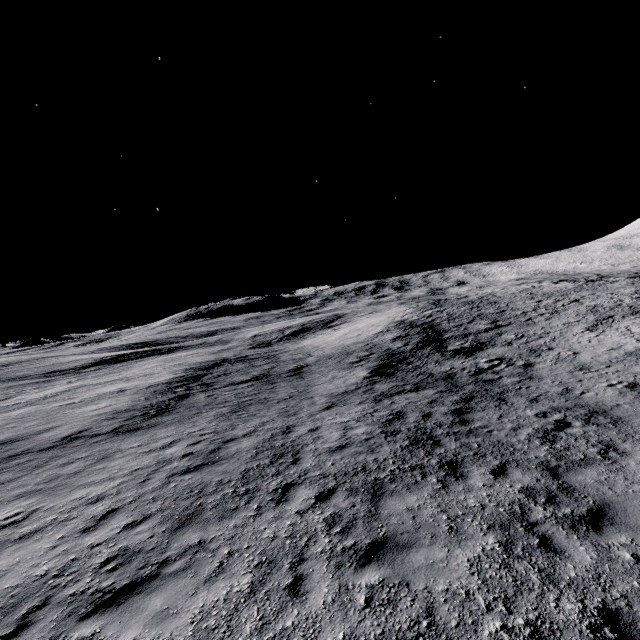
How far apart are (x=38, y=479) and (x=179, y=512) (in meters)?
5.99
